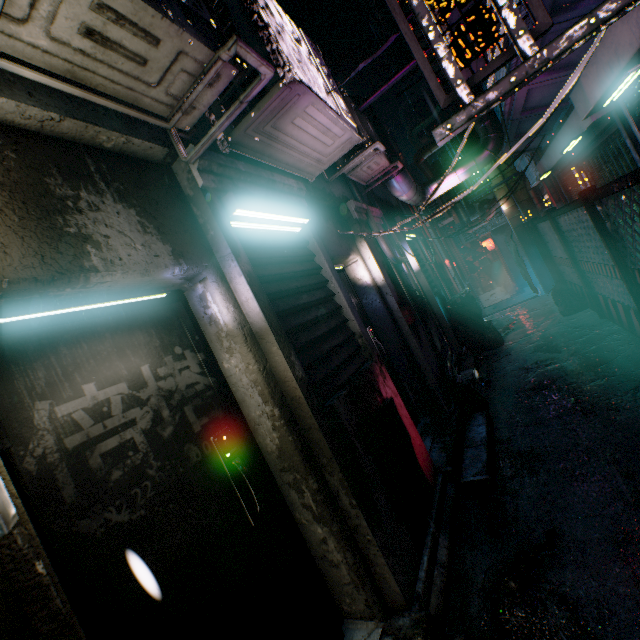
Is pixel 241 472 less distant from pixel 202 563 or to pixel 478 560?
pixel 202 563

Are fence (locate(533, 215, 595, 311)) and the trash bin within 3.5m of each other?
yes

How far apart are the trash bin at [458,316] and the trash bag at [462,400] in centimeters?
257cm

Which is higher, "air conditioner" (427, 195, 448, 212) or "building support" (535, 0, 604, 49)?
"air conditioner" (427, 195, 448, 212)

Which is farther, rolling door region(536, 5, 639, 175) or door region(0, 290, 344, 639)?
rolling door region(536, 5, 639, 175)

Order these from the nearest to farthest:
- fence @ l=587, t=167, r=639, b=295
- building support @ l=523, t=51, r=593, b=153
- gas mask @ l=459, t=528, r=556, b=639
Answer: gas mask @ l=459, t=528, r=556, b=639, fence @ l=587, t=167, r=639, b=295, building support @ l=523, t=51, r=593, b=153

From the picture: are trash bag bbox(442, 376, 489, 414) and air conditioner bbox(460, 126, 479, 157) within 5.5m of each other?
yes

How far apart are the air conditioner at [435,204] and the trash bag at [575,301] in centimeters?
423cm
